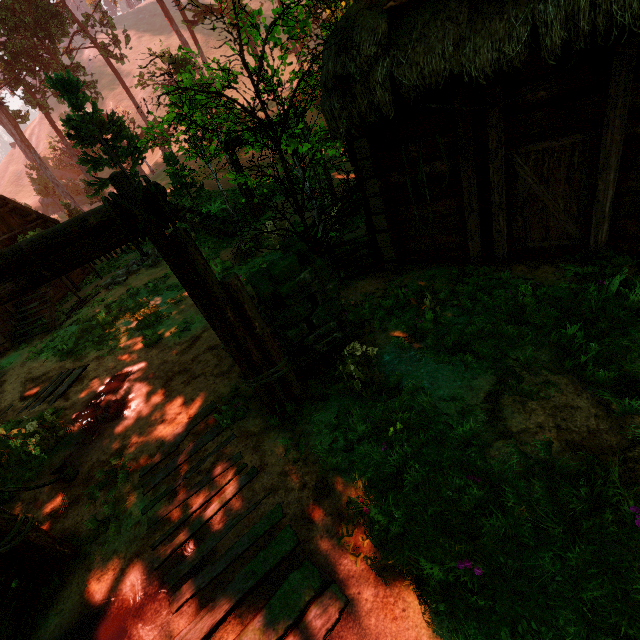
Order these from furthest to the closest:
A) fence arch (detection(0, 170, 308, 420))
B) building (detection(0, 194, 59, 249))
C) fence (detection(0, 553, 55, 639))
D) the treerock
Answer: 1. building (detection(0, 194, 59, 249))
2. the treerock
3. fence (detection(0, 553, 55, 639))
4. fence arch (detection(0, 170, 308, 420))

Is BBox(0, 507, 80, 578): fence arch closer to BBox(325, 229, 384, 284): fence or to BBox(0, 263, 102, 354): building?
BBox(0, 263, 102, 354): building

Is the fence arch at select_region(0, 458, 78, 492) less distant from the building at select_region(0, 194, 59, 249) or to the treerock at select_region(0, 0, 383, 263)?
the building at select_region(0, 194, 59, 249)

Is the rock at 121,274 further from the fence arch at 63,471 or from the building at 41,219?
the fence arch at 63,471

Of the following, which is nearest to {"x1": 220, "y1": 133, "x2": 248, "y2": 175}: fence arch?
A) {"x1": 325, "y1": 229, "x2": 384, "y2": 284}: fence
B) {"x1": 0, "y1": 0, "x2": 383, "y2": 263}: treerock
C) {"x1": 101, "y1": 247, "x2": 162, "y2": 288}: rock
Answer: {"x1": 0, "y1": 0, "x2": 383, "y2": 263}: treerock

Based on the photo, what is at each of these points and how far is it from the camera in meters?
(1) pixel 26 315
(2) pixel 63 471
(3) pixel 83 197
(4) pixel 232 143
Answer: (1) building, 13.5 m
(2) fence arch, 5.5 m
(3) treerock, 45.8 m
(4) fence arch, 13.5 m

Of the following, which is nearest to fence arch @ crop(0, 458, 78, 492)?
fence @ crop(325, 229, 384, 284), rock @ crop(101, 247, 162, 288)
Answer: fence @ crop(325, 229, 384, 284)

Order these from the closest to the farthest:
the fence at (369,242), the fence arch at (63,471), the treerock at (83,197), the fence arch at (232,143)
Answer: the fence arch at (63,471), the treerock at (83,197), the fence at (369,242), the fence arch at (232,143)
